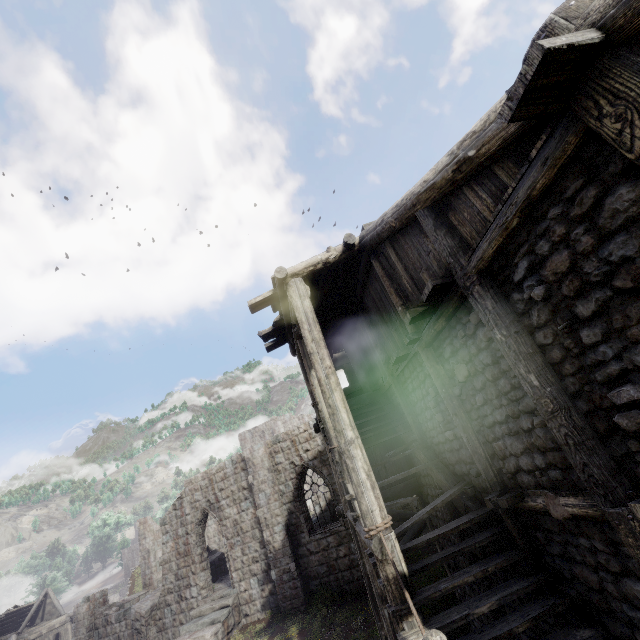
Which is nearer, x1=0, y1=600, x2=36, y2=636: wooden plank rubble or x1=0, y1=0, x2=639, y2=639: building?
x1=0, y1=0, x2=639, y2=639: building

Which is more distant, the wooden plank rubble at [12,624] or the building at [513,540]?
the wooden plank rubble at [12,624]

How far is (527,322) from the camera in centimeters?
365cm
